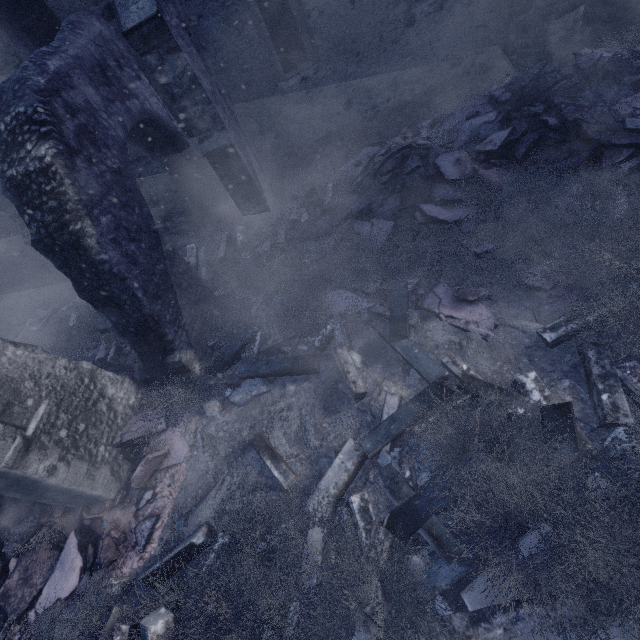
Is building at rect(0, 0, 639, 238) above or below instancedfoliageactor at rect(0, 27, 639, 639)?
above

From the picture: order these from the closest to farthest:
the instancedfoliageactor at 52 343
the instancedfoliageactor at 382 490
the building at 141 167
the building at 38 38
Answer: the instancedfoliageactor at 382 490 → the building at 38 38 → the instancedfoliageactor at 52 343 → the building at 141 167

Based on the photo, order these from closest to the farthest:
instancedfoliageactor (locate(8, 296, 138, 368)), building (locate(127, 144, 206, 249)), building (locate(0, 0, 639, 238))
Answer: building (locate(0, 0, 639, 238)) < instancedfoliageactor (locate(8, 296, 138, 368)) < building (locate(127, 144, 206, 249))

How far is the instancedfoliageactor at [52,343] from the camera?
6.1m

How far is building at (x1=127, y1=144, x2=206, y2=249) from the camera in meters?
7.3 m

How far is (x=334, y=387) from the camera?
4.18m

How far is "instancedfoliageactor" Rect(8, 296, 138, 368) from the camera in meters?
6.1
